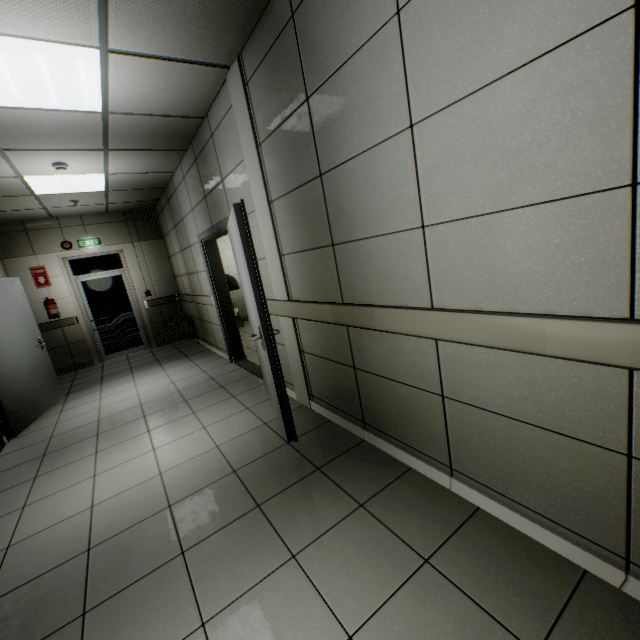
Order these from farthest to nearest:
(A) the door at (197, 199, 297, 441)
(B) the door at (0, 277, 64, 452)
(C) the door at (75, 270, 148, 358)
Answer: (C) the door at (75, 270, 148, 358) → (B) the door at (0, 277, 64, 452) → (A) the door at (197, 199, 297, 441)

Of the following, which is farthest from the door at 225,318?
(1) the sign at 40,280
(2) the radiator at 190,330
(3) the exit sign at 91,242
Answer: (1) the sign at 40,280

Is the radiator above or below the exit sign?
below

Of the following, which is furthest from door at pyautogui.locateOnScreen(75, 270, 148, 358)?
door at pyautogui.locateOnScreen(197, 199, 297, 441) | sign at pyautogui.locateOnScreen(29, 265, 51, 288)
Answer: door at pyautogui.locateOnScreen(197, 199, 297, 441)

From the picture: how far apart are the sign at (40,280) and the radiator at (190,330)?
2.8m

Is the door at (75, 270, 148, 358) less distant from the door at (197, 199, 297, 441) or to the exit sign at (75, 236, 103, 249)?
the exit sign at (75, 236, 103, 249)

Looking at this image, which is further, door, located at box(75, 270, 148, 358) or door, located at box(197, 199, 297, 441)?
door, located at box(75, 270, 148, 358)

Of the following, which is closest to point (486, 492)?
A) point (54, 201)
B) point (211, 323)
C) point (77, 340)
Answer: point (211, 323)
